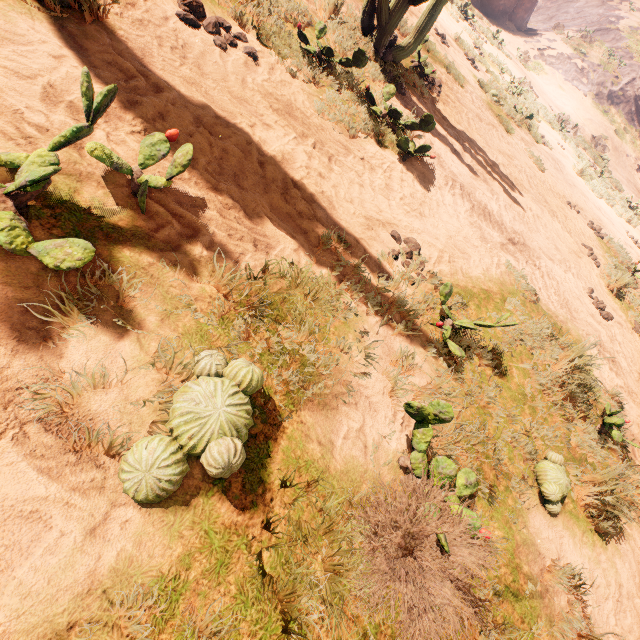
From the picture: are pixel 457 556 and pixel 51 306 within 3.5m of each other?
yes

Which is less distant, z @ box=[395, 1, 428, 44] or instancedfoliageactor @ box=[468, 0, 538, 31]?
z @ box=[395, 1, 428, 44]

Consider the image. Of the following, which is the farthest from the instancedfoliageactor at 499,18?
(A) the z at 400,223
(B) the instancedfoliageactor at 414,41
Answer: (B) the instancedfoliageactor at 414,41

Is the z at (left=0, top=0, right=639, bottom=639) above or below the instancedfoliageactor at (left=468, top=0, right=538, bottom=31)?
below

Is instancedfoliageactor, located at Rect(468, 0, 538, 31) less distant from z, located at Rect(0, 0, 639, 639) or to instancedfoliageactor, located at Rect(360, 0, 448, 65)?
z, located at Rect(0, 0, 639, 639)

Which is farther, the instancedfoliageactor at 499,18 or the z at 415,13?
the instancedfoliageactor at 499,18
